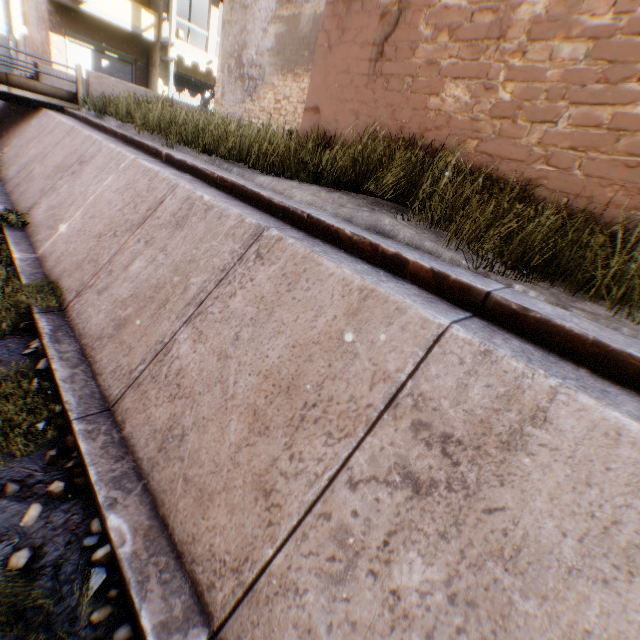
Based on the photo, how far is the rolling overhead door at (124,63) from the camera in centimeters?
1782cm

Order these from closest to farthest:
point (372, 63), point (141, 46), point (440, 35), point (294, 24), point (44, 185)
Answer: point (440, 35) → point (372, 63) → point (44, 185) → point (294, 24) → point (141, 46)

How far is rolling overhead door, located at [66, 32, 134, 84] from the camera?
17.8 meters

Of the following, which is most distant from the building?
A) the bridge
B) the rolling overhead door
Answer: the bridge

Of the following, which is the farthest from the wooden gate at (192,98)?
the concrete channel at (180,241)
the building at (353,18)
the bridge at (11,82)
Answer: the bridge at (11,82)

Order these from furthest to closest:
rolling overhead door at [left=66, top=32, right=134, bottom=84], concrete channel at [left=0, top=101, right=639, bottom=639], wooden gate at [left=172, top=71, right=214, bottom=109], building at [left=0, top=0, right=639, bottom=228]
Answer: wooden gate at [left=172, top=71, right=214, bottom=109] → rolling overhead door at [left=66, top=32, right=134, bottom=84] → building at [left=0, top=0, right=639, bottom=228] → concrete channel at [left=0, top=101, right=639, bottom=639]

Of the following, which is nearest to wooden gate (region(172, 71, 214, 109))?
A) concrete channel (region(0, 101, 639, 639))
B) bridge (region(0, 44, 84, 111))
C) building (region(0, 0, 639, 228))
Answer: building (region(0, 0, 639, 228))

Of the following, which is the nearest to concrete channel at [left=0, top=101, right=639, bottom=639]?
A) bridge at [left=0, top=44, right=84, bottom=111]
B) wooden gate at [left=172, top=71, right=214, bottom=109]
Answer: bridge at [left=0, top=44, right=84, bottom=111]
